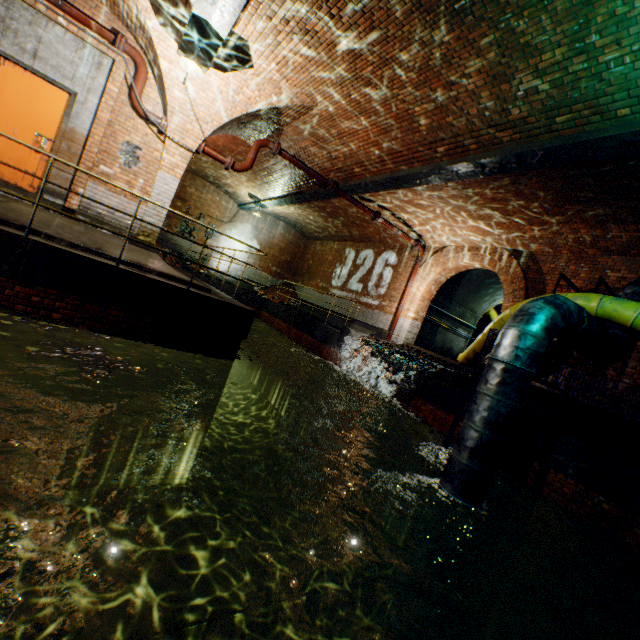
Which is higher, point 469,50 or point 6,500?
point 469,50

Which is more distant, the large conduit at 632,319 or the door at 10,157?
the door at 10,157

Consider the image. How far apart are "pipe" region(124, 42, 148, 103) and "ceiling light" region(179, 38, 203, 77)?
1.74m

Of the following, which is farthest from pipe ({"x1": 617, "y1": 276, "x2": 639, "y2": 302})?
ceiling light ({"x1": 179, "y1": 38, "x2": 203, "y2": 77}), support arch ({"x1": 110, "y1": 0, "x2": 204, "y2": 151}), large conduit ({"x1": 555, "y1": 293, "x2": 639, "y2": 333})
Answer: ceiling light ({"x1": 179, "y1": 38, "x2": 203, "y2": 77})

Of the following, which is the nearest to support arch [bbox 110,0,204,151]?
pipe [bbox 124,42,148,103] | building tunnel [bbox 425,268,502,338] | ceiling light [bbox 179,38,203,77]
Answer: pipe [bbox 124,42,148,103]

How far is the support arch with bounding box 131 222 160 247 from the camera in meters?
7.5

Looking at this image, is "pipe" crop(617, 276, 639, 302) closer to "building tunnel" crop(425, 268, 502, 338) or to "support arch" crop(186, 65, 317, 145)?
"building tunnel" crop(425, 268, 502, 338)

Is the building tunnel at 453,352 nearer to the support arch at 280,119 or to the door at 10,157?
the support arch at 280,119
